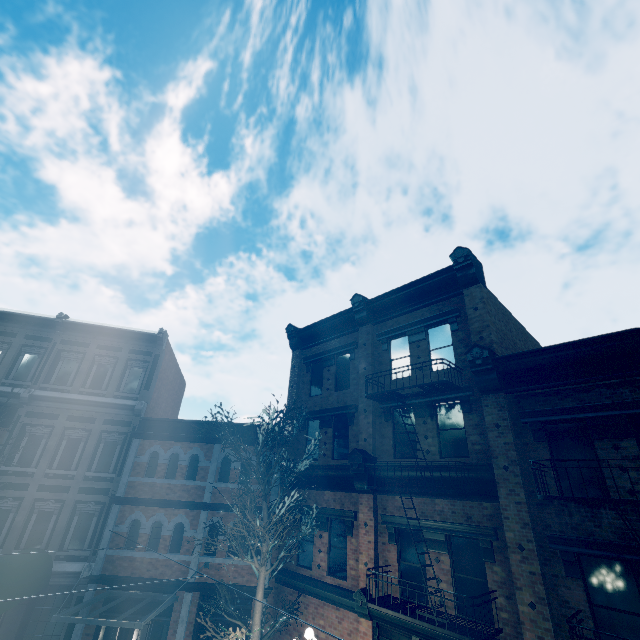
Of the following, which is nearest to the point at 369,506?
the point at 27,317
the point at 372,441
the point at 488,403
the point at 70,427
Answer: the point at 372,441

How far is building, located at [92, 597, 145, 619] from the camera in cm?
1279

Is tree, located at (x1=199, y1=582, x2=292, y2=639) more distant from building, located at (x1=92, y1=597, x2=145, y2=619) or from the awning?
the awning

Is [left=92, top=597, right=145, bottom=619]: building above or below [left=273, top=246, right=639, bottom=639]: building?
below

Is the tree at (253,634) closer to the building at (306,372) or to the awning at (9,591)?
the building at (306,372)
